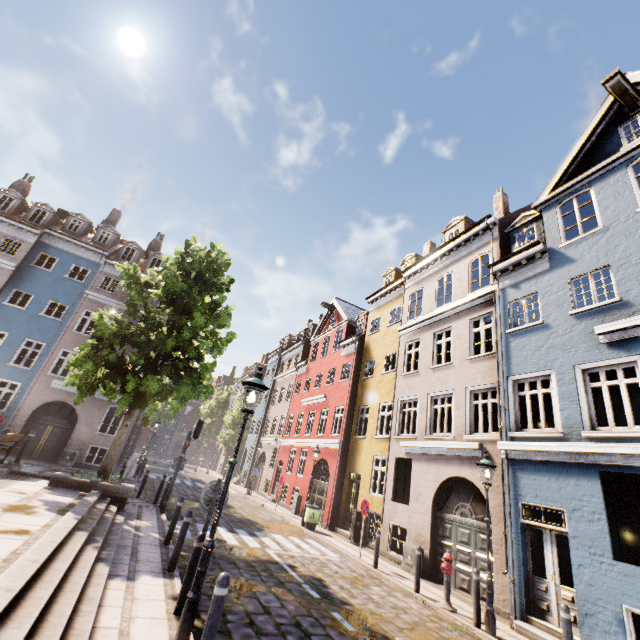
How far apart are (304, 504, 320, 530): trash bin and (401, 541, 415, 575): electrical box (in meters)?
5.09

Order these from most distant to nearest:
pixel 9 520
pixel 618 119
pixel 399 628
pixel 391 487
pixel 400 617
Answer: pixel 391 487, pixel 618 119, pixel 400 617, pixel 399 628, pixel 9 520

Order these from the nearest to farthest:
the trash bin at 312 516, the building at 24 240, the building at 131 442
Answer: the trash bin at 312 516
the building at 24 240
the building at 131 442

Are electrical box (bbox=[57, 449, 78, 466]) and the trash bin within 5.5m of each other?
no

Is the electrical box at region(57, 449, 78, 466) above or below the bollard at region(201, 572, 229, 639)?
below

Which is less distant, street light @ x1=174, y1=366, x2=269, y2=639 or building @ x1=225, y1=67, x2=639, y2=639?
street light @ x1=174, y1=366, x2=269, y2=639

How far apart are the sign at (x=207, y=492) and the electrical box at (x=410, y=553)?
8.64m

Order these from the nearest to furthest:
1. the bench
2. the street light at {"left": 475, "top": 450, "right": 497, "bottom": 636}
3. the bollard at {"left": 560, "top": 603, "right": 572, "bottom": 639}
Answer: the bollard at {"left": 560, "top": 603, "right": 572, "bottom": 639} → the street light at {"left": 475, "top": 450, "right": 497, "bottom": 636} → the bench
